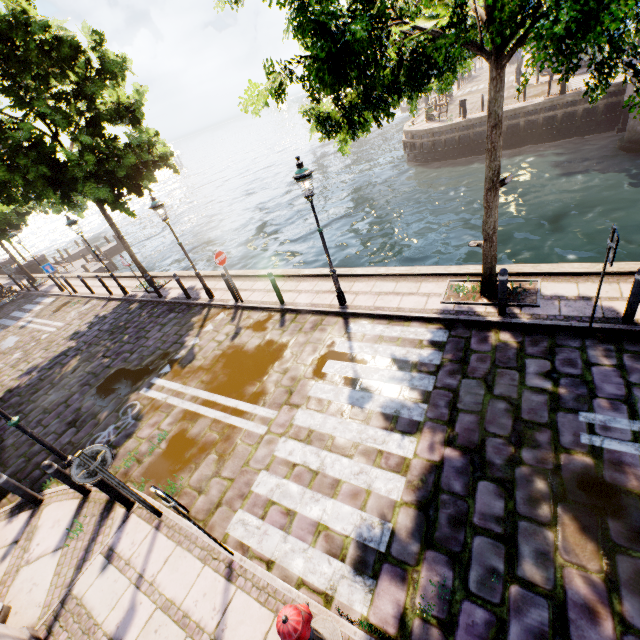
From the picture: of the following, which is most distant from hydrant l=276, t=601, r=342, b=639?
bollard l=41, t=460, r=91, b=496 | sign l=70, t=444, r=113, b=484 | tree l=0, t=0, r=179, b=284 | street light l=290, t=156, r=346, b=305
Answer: street light l=290, t=156, r=346, b=305

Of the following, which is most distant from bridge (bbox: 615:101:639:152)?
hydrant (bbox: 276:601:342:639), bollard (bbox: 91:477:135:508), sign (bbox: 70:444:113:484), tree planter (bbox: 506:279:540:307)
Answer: bollard (bbox: 91:477:135:508)

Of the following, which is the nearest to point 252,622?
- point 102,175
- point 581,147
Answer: point 102,175

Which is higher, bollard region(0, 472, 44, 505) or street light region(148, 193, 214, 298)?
street light region(148, 193, 214, 298)

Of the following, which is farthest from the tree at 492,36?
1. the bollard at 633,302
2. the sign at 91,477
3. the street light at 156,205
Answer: the sign at 91,477

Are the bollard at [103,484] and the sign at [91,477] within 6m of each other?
yes

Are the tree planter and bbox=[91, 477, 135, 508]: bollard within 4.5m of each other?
no

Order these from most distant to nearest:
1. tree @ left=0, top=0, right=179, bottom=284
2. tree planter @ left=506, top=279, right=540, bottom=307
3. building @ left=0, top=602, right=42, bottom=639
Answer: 1. tree @ left=0, top=0, right=179, bottom=284
2. tree planter @ left=506, top=279, right=540, bottom=307
3. building @ left=0, top=602, right=42, bottom=639
